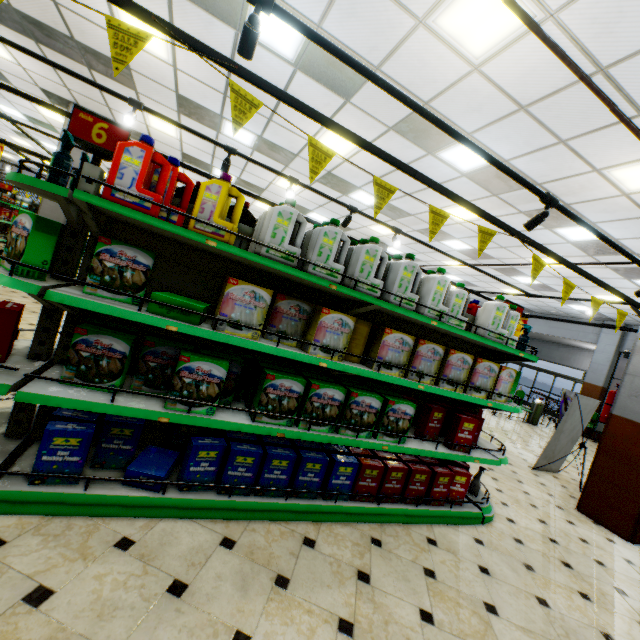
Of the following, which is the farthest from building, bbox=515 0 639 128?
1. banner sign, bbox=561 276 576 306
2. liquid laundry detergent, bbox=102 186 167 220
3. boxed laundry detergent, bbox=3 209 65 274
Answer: liquid laundry detergent, bbox=102 186 167 220

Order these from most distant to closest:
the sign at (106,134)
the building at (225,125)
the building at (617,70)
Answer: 1. the building at (225,125)
2. the building at (617,70)
3. the sign at (106,134)

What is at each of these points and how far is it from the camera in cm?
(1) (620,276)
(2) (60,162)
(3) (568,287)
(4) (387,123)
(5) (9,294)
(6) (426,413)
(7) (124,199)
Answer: (1) building, 858
(2) spray bottle, 204
(3) banner sign, 330
(4) building, 534
(5) building, 682
(6) boxed laundry detergent, 331
(7) liquid laundry detergent, 195

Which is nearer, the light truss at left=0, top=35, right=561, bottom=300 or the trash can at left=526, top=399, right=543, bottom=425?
the light truss at left=0, top=35, right=561, bottom=300

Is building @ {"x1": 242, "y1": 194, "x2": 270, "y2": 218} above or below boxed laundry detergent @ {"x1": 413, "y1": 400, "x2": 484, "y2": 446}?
above

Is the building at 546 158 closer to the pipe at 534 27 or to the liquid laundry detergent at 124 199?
the pipe at 534 27

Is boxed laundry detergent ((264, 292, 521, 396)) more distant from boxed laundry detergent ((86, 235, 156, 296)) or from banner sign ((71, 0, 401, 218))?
banner sign ((71, 0, 401, 218))

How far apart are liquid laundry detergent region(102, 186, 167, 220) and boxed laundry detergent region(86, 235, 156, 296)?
0.22m
